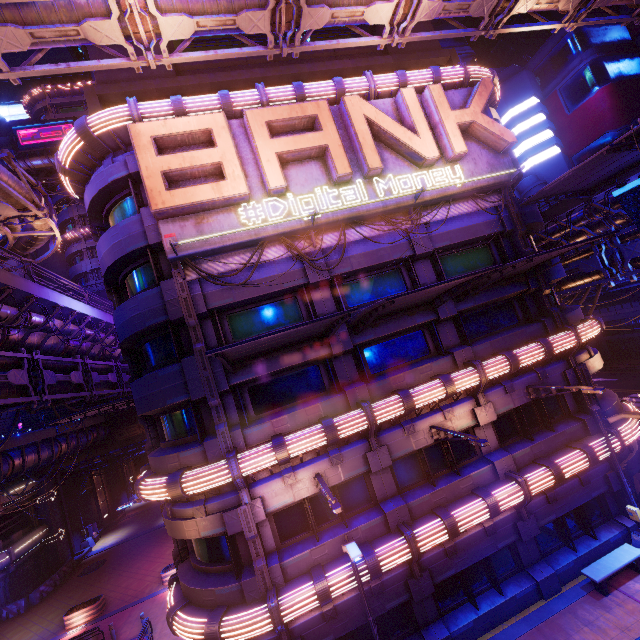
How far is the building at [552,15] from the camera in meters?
53.3 m

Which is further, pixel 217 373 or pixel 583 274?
pixel 583 274

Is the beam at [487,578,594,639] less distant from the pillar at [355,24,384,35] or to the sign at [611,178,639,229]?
the sign at [611,178,639,229]

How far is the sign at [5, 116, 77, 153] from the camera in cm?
3622

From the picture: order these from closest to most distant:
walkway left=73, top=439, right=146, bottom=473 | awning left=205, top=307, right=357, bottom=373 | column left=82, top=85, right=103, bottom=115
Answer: awning left=205, top=307, right=357, bottom=373 → column left=82, top=85, right=103, bottom=115 → walkway left=73, top=439, right=146, bottom=473

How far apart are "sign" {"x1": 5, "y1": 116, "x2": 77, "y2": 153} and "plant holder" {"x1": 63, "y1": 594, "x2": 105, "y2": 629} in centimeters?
4446cm

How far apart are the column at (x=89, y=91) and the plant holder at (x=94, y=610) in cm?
2798

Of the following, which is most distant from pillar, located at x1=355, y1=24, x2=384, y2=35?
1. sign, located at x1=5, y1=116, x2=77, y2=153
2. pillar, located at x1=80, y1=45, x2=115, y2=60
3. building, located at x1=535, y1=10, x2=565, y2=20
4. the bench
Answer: sign, located at x1=5, y1=116, x2=77, y2=153
